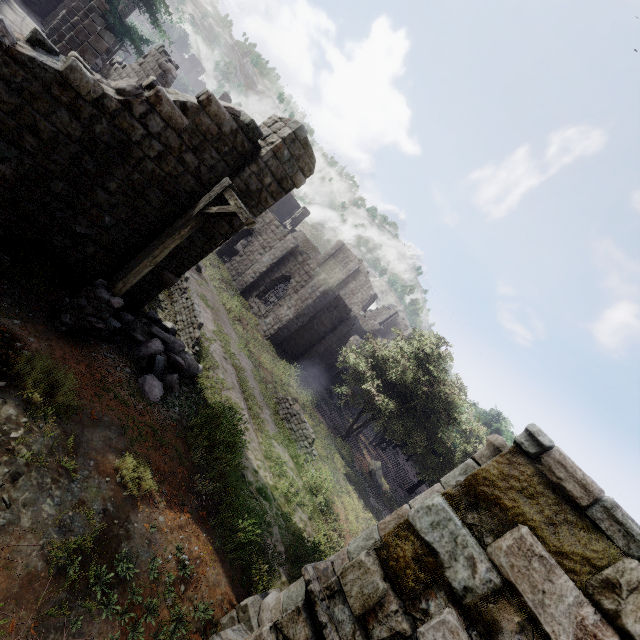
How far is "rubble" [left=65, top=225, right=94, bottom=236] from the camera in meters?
7.4

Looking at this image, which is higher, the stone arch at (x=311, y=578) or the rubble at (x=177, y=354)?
the stone arch at (x=311, y=578)

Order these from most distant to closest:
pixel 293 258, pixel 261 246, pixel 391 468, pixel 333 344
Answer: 1. pixel 391 468
2. pixel 333 344
3. pixel 261 246
4. pixel 293 258

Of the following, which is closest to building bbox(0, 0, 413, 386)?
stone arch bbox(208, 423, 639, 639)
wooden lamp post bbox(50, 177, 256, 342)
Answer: stone arch bbox(208, 423, 639, 639)

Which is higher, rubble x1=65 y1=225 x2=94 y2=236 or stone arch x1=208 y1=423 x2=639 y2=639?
stone arch x1=208 y1=423 x2=639 y2=639

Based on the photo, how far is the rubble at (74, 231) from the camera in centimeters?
735cm

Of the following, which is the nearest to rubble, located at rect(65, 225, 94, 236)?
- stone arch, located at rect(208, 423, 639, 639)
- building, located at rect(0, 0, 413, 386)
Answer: building, located at rect(0, 0, 413, 386)

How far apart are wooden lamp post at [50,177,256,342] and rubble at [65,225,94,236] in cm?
137
